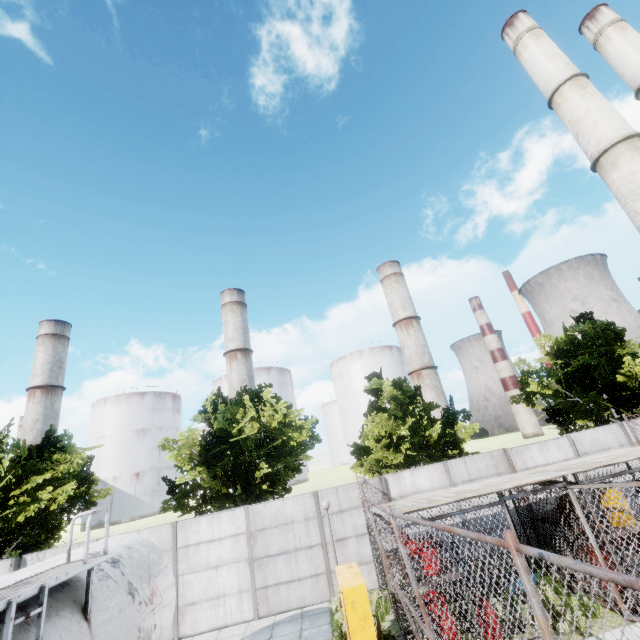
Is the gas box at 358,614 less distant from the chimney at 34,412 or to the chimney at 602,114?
the chimney at 602,114

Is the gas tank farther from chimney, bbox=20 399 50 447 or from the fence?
chimney, bbox=20 399 50 447

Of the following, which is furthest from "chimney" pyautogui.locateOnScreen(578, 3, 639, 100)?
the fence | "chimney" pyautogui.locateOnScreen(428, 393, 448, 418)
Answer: "chimney" pyautogui.locateOnScreen(428, 393, 448, 418)

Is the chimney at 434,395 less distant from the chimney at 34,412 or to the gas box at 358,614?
the gas box at 358,614

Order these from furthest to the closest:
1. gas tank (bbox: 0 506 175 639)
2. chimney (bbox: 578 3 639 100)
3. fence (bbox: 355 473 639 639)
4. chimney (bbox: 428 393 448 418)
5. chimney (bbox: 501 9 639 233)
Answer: chimney (bbox: 428 393 448 418), chimney (bbox: 578 3 639 100), chimney (bbox: 501 9 639 233), gas tank (bbox: 0 506 175 639), fence (bbox: 355 473 639 639)

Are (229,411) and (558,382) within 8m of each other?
no

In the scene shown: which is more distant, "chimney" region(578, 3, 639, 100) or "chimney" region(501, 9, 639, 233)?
"chimney" region(578, 3, 639, 100)

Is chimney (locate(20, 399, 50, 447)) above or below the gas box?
above
